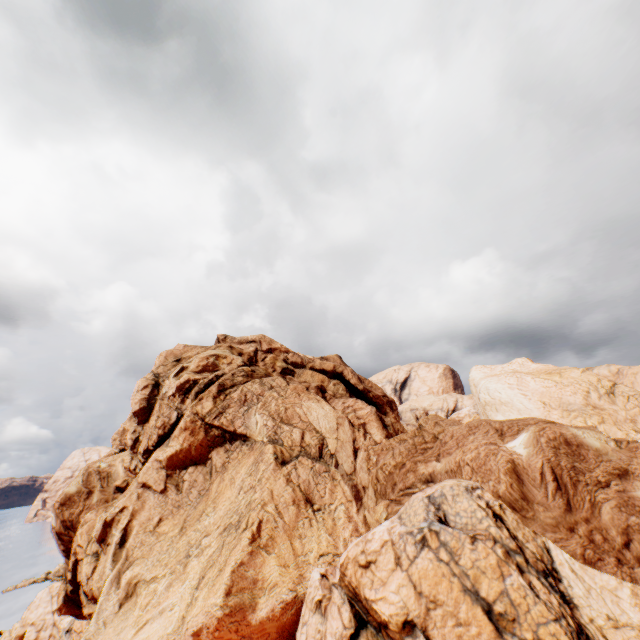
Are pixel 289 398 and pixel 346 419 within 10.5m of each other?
yes
